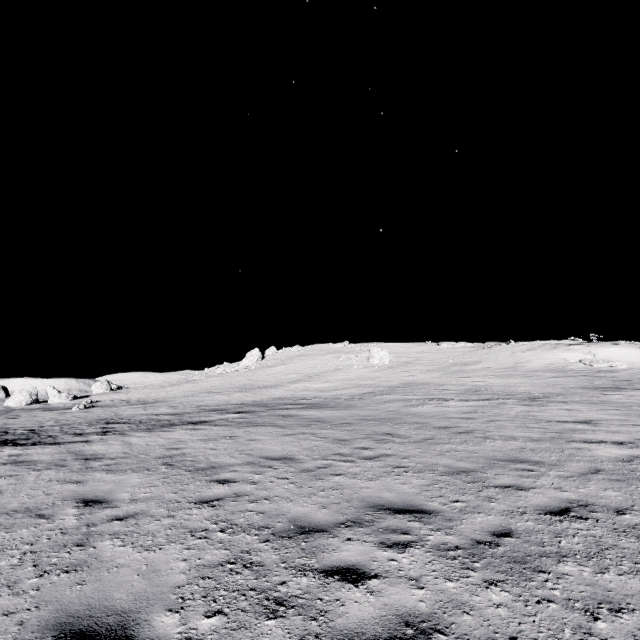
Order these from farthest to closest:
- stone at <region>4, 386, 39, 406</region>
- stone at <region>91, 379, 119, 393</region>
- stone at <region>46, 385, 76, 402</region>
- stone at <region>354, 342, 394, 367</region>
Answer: stone at <region>91, 379, 119, 393</region> → stone at <region>354, 342, 394, 367</region> → stone at <region>46, 385, 76, 402</region> → stone at <region>4, 386, 39, 406</region>

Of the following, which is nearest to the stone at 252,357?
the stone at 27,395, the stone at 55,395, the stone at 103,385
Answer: the stone at 103,385

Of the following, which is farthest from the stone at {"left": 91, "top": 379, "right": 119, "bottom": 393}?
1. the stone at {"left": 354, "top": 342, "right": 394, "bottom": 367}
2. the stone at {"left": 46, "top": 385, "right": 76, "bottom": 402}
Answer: the stone at {"left": 354, "top": 342, "right": 394, "bottom": 367}

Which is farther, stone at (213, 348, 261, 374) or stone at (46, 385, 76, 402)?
stone at (213, 348, 261, 374)

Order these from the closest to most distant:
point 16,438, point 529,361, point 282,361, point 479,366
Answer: point 16,438 < point 529,361 < point 479,366 < point 282,361

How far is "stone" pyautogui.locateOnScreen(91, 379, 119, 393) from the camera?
50.9m

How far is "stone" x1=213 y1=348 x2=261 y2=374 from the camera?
51.3m

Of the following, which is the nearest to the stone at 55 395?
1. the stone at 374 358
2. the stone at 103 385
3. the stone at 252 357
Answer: the stone at 103 385
